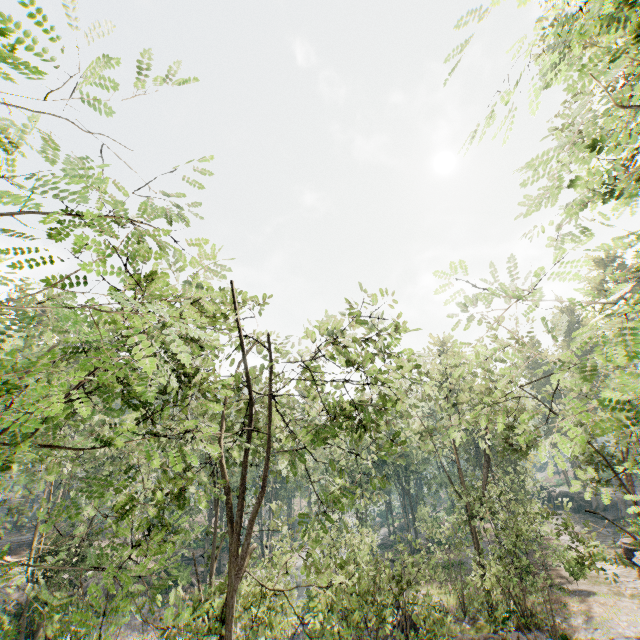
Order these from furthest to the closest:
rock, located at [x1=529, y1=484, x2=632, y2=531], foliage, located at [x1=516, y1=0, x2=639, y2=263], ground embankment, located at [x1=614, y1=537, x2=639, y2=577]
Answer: rock, located at [x1=529, y1=484, x2=632, y2=531] < ground embankment, located at [x1=614, y1=537, x2=639, y2=577] < foliage, located at [x1=516, y1=0, x2=639, y2=263]

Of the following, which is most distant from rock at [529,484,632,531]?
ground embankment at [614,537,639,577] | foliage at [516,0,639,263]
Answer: foliage at [516,0,639,263]

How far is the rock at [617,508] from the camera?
42.6 meters

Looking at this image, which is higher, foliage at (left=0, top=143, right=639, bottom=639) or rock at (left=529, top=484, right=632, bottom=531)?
foliage at (left=0, top=143, right=639, bottom=639)

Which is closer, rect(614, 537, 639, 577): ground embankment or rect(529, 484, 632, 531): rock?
rect(614, 537, 639, 577): ground embankment

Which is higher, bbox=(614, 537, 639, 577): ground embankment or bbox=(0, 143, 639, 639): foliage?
bbox=(0, 143, 639, 639): foliage

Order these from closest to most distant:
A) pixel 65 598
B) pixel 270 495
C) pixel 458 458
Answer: pixel 65 598 < pixel 458 458 < pixel 270 495

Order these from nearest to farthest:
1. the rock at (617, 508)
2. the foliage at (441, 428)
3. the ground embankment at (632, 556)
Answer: the foliage at (441, 428), the ground embankment at (632, 556), the rock at (617, 508)
